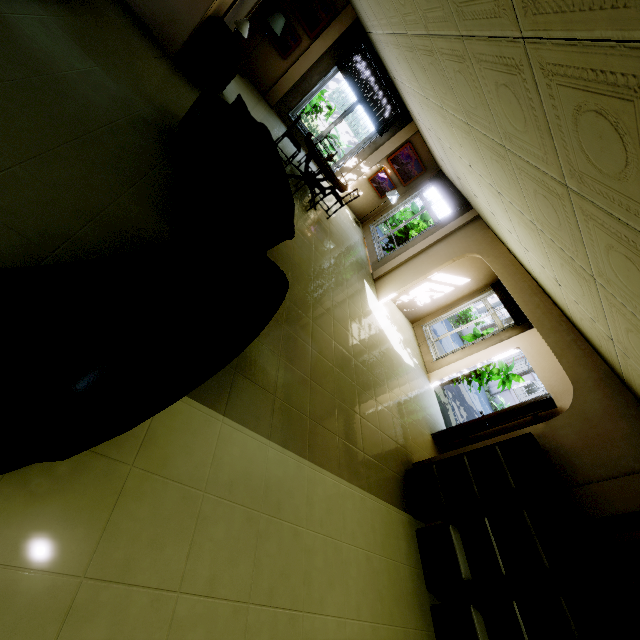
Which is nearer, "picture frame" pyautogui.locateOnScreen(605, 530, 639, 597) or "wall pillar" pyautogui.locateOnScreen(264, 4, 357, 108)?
"picture frame" pyautogui.locateOnScreen(605, 530, 639, 597)

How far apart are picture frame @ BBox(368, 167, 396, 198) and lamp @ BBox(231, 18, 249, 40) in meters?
5.3

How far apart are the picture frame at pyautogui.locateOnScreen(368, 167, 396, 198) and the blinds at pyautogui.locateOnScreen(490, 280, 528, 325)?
4.1m

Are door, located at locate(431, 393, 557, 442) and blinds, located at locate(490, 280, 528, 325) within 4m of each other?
yes

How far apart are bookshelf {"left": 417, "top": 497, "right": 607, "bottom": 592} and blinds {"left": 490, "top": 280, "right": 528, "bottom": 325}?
4.7 meters

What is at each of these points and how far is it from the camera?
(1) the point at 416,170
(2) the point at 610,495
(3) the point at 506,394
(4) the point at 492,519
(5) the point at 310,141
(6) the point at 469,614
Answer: (1) picture frame, 9.6m
(2) wall pillar, 3.3m
(3) fence, 17.8m
(4) bookshelf, 3.6m
(5) table, 6.4m
(6) bookshelf, 3.4m

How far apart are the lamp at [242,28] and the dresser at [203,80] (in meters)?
0.06

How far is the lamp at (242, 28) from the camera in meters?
5.1
